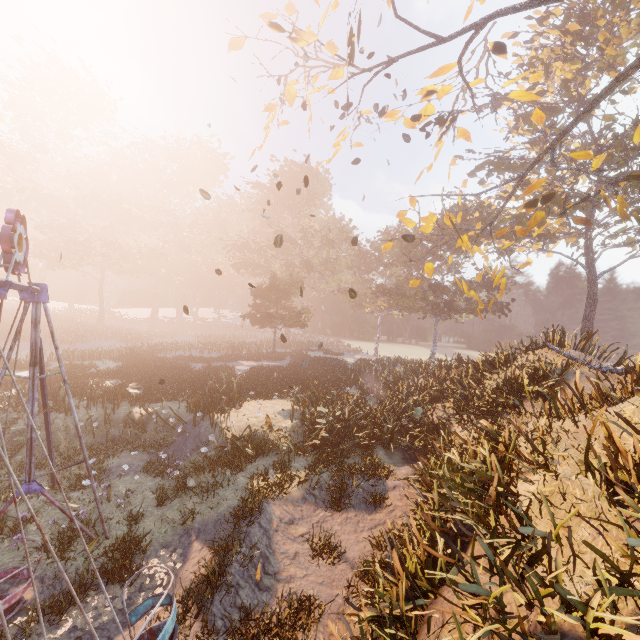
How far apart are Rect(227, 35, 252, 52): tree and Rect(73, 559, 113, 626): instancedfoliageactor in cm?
1408

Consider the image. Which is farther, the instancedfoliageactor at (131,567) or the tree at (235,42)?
the tree at (235,42)

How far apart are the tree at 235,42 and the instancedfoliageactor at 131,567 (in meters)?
14.08

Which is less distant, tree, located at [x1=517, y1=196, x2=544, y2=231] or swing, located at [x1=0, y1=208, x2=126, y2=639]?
swing, located at [x1=0, y1=208, x2=126, y2=639]

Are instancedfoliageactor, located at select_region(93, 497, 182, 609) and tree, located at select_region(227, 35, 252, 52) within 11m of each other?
no

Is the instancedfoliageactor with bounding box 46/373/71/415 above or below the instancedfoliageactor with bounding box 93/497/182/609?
above

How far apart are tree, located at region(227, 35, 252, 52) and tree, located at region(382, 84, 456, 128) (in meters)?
7.21

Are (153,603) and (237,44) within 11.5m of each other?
no
